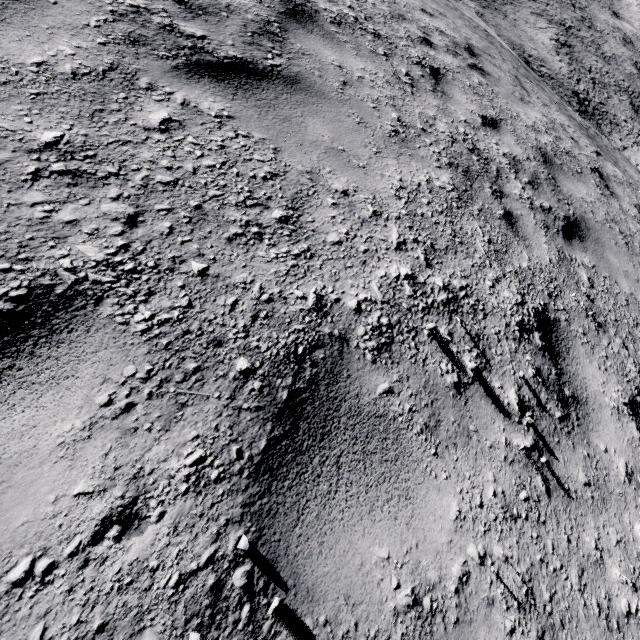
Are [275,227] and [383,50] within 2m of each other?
no
